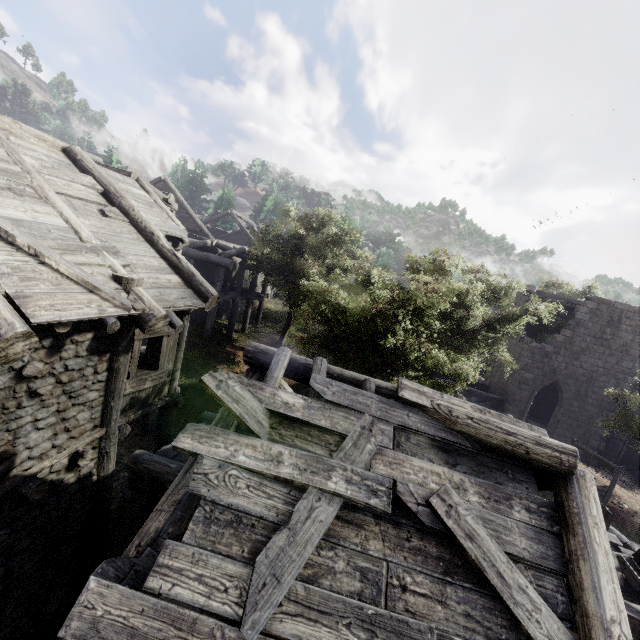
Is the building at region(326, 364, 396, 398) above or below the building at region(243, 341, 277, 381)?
above

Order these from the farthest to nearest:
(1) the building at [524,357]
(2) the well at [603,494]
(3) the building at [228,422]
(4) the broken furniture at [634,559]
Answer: (2) the well at [603,494] < (4) the broken furniture at [634,559] < (3) the building at [228,422] < (1) the building at [524,357]

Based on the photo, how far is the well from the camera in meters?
14.2 m

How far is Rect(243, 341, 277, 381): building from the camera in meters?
5.5 m

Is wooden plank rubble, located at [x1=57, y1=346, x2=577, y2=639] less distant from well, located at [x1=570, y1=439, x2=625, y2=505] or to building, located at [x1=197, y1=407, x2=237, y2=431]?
building, located at [x1=197, y1=407, x2=237, y2=431]

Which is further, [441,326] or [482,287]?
[482,287]

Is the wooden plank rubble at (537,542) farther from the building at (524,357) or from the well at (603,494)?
the well at (603,494)

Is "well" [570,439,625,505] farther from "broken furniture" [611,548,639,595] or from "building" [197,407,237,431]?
"broken furniture" [611,548,639,595]
